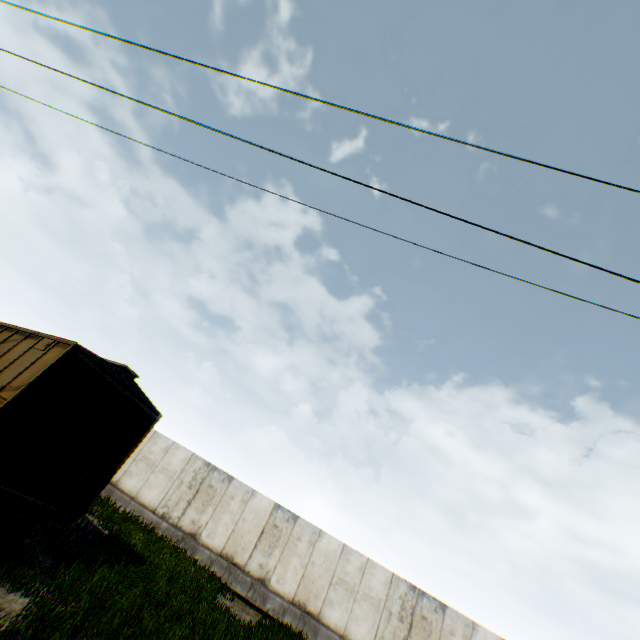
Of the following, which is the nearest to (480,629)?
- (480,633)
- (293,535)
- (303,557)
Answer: (480,633)

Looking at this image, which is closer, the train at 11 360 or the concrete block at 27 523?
the train at 11 360

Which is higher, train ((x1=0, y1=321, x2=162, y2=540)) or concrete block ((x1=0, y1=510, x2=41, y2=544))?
train ((x1=0, y1=321, x2=162, y2=540))

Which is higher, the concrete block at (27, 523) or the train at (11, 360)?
the train at (11, 360)

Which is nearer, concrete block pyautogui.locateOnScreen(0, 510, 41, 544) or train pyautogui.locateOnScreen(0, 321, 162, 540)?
train pyautogui.locateOnScreen(0, 321, 162, 540)
